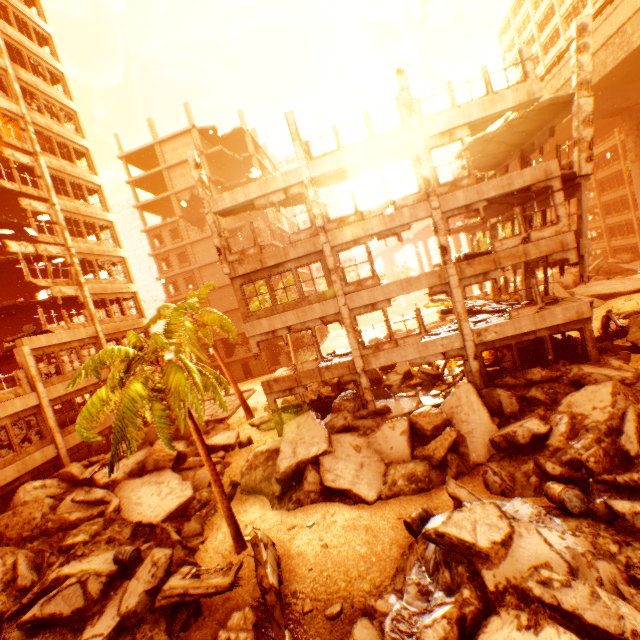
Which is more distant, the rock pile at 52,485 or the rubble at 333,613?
the rock pile at 52,485

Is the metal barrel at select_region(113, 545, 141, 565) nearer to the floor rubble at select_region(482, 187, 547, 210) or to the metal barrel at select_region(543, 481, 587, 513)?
the metal barrel at select_region(543, 481, 587, 513)

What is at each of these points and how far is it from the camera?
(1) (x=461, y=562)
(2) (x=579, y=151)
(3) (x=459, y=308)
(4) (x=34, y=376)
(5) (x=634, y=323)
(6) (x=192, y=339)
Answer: (1) rock pile, 7.03m
(2) pillar, 13.12m
(3) pillar, 14.20m
(4) pillar, 17.44m
(5) floor rubble, 14.85m
(6) rubble, 22.20m

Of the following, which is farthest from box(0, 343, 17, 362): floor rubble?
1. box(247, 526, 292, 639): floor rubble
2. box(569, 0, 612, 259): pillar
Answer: box(569, 0, 612, 259): pillar

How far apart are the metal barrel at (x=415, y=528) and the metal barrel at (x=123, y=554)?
9.1m

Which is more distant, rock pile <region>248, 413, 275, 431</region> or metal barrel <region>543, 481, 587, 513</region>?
rock pile <region>248, 413, 275, 431</region>

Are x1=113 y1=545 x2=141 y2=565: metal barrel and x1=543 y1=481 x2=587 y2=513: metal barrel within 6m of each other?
no

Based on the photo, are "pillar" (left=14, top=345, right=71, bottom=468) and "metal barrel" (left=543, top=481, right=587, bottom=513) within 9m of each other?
no
